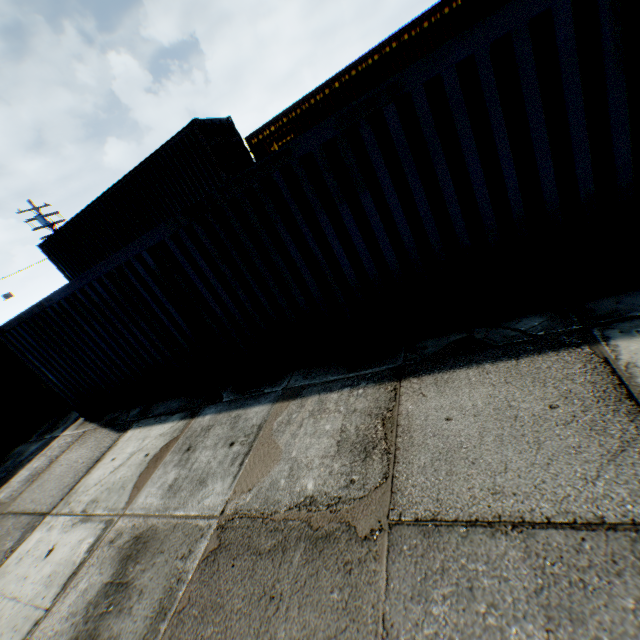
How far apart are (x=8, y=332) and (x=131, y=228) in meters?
8.5
